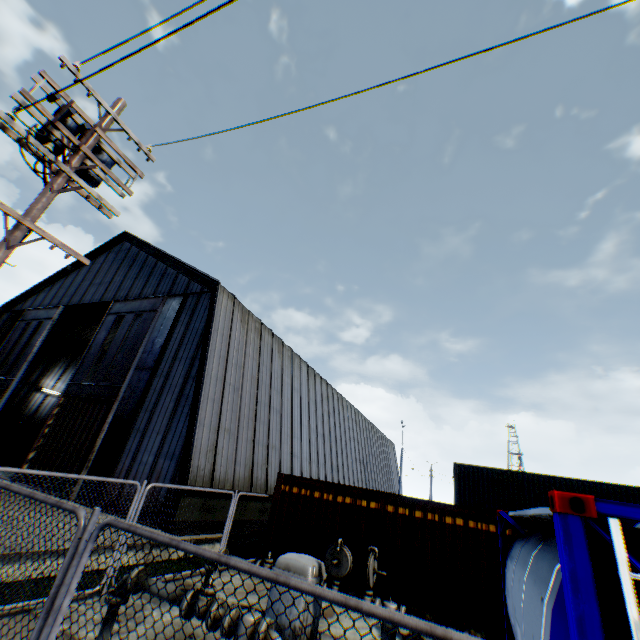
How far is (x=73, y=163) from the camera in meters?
6.5

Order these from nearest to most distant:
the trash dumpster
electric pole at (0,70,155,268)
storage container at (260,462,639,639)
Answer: electric pole at (0,70,155,268) < storage container at (260,462,639,639) < the trash dumpster

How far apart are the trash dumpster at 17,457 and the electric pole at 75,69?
25.65m

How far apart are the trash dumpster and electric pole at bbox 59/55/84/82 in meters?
25.6

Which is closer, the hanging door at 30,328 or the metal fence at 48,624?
the metal fence at 48,624

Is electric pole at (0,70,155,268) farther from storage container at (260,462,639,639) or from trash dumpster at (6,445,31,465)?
trash dumpster at (6,445,31,465)

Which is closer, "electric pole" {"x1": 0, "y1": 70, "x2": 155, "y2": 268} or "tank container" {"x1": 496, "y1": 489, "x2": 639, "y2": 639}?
"tank container" {"x1": 496, "y1": 489, "x2": 639, "y2": 639}

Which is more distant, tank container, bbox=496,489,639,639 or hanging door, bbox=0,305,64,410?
hanging door, bbox=0,305,64,410
